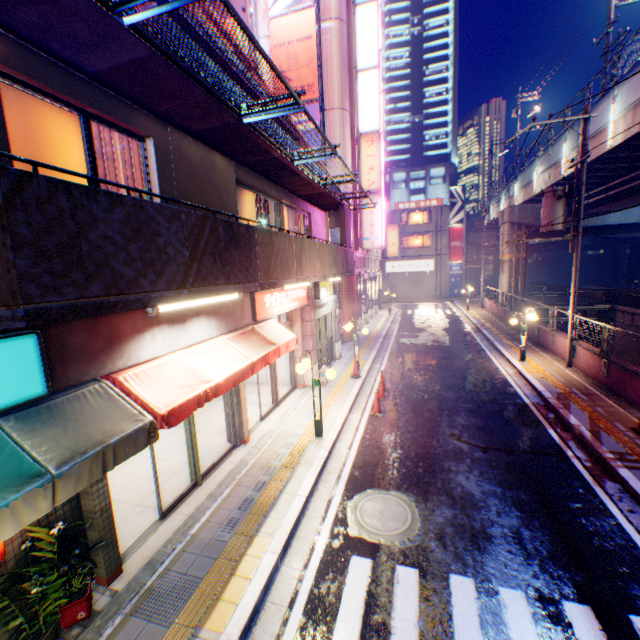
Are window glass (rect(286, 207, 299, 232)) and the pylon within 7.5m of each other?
yes

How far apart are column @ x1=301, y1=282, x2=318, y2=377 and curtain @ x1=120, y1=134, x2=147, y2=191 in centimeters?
652cm

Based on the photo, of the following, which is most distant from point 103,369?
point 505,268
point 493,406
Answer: point 505,268

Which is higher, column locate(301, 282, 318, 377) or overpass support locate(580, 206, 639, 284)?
overpass support locate(580, 206, 639, 284)

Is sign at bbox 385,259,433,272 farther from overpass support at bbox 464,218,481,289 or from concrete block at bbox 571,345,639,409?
concrete block at bbox 571,345,639,409

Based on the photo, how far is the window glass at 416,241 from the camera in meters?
42.1 m

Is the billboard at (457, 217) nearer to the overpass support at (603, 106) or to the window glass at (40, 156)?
the overpass support at (603, 106)

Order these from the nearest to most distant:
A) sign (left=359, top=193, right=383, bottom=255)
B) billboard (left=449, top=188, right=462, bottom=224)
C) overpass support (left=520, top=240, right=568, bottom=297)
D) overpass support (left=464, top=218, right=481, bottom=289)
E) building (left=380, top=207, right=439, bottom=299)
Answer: sign (left=359, top=193, right=383, bottom=255) < overpass support (left=520, top=240, right=568, bottom=297) < billboard (left=449, top=188, right=462, bottom=224) < building (left=380, top=207, right=439, bottom=299) < overpass support (left=464, top=218, right=481, bottom=289)
